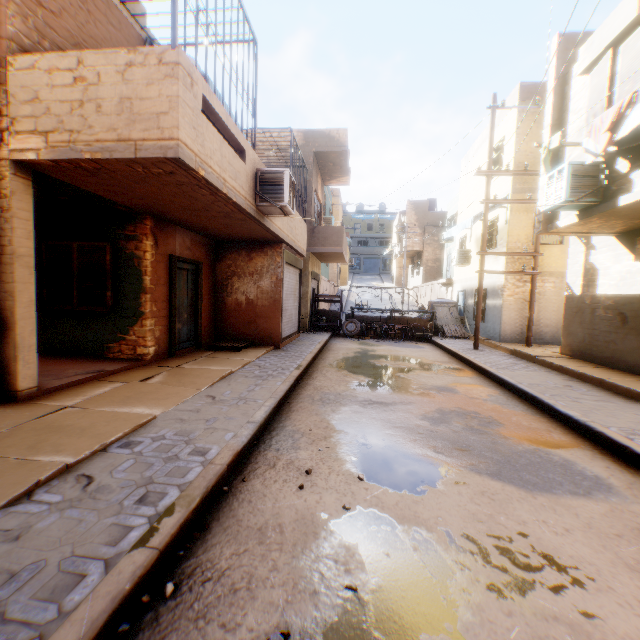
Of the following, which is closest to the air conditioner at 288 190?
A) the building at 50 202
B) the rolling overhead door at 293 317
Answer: the building at 50 202

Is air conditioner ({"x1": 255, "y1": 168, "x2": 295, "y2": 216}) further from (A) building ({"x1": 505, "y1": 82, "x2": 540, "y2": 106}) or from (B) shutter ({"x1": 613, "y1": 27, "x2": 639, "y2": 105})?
(B) shutter ({"x1": 613, "y1": 27, "x2": 639, "y2": 105})

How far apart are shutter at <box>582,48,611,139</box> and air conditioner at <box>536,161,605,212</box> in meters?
0.6 m

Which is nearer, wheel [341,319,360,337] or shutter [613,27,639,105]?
shutter [613,27,639,105]

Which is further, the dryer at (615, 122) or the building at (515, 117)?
the building at (515, 117)

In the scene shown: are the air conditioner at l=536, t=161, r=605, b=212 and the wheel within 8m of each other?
no

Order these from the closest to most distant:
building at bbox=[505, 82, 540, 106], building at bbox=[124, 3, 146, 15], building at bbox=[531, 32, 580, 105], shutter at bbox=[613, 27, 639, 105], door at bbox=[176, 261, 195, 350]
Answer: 1. shutter at bbox=[613, 27, 639, 105]
2. building at bbox=[124, 3, 146, 15]
3. building at bbox=[531, 32, 580, 105]
4. door at bbox=[176, 261, 195, 350]
5. building at bbox=[505, 82, 540, 106]

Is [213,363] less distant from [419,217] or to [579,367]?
[579,367]
